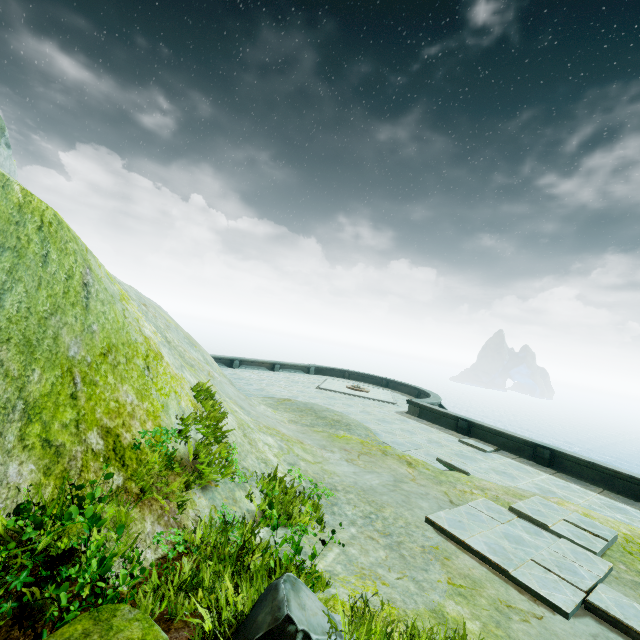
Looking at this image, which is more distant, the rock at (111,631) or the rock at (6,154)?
the rock at (6,154)

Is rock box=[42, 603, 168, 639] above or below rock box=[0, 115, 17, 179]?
below

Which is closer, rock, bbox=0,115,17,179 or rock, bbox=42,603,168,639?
rock, bbox=42,603,168,639

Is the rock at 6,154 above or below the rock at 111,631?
above

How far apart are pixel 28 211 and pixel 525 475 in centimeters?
1601cm
